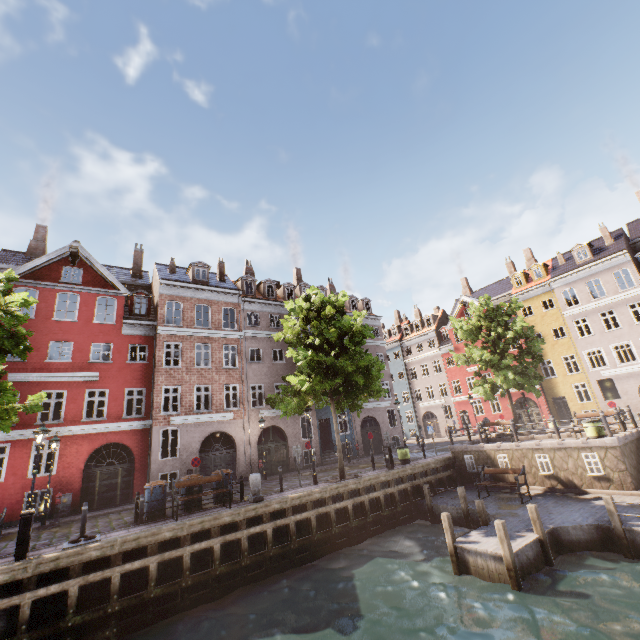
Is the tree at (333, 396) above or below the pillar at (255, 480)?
above

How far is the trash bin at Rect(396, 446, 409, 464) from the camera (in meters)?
19.36

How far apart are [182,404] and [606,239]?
39.1 meters

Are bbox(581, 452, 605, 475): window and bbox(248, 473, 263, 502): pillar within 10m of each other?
no

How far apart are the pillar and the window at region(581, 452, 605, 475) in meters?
14.4 m

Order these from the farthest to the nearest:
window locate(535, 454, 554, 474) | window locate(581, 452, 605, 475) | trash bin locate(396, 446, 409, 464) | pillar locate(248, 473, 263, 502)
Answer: trash bin locate(396, 446, 409, 464)
window locate(535, 454, 554, 474)
window locate(581, 452, 605, 475)
pillar locate(248, 473, 263, 502)

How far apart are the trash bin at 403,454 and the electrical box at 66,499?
17.90m

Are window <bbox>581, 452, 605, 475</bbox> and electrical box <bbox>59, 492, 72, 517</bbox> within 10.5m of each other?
no
